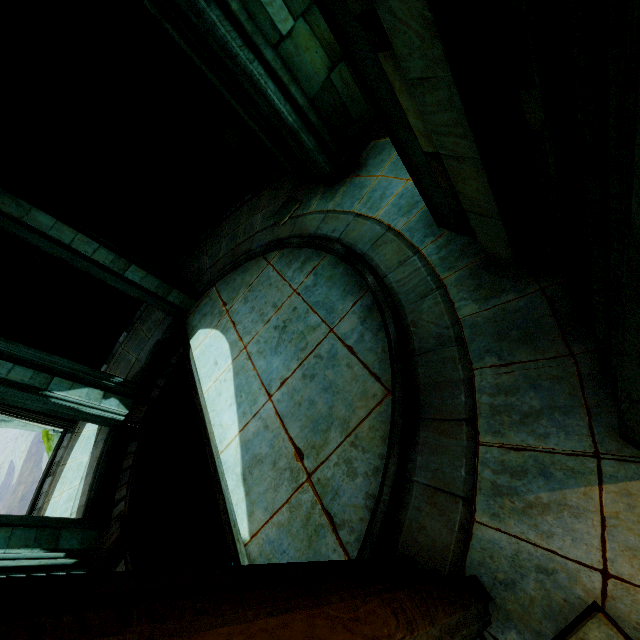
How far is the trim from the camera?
7.5 meters

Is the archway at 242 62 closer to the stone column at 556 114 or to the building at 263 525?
the building at 263 525

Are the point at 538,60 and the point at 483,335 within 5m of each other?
yes

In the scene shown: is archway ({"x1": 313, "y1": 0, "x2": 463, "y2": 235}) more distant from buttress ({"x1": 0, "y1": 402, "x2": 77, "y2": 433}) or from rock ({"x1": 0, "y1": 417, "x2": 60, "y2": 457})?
buttress ({"x1": 0, "y1": 402, "x2": 77, "y2": 433})

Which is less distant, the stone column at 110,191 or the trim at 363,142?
the trim at 363,142

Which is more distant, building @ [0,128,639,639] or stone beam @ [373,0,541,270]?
building @ [0,128,639,639]

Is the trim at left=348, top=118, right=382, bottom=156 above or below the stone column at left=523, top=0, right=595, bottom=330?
below

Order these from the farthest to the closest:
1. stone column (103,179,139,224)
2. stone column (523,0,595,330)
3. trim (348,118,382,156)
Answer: stone column (103,179,139,224), trim (348,118,382,156), stone column (523,0,595,330)
